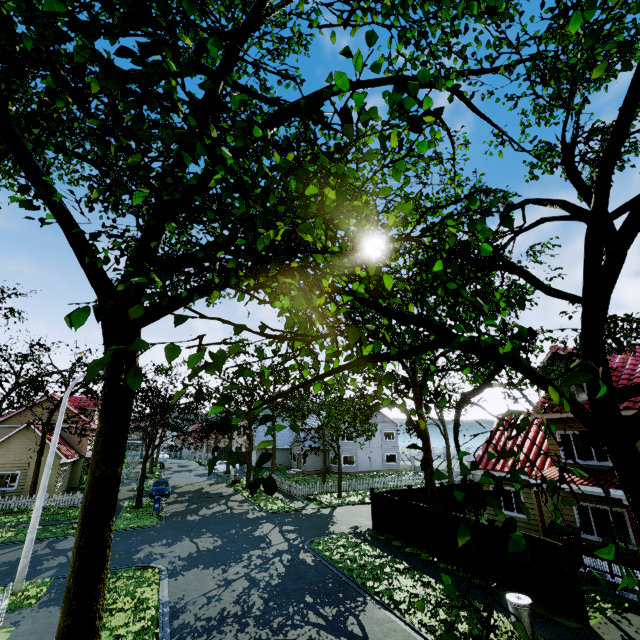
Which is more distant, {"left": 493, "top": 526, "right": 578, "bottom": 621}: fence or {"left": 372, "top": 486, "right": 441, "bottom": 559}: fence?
{"left": 372, "top": 486, "right": 441, "bottom": 559}: fence

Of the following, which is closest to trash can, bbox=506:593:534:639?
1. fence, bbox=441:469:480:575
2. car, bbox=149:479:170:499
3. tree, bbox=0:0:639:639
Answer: fence, bbox=441:469:480:575

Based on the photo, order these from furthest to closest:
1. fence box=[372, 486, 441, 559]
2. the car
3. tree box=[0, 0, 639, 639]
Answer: the car → fence box=[372, 486, 441, 559] → tree box=[0, 0, 639, 639]

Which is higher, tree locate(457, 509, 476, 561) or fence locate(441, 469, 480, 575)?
tree locate(457, 509, 476, 561)

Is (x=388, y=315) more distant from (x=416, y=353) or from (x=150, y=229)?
(x=150, y=229)

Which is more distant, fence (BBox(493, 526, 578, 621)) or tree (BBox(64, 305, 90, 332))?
fence (BBox(493, 526, 578, 621))

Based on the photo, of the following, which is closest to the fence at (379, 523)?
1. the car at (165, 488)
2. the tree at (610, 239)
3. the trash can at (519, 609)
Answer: the tree at (610, 239)
